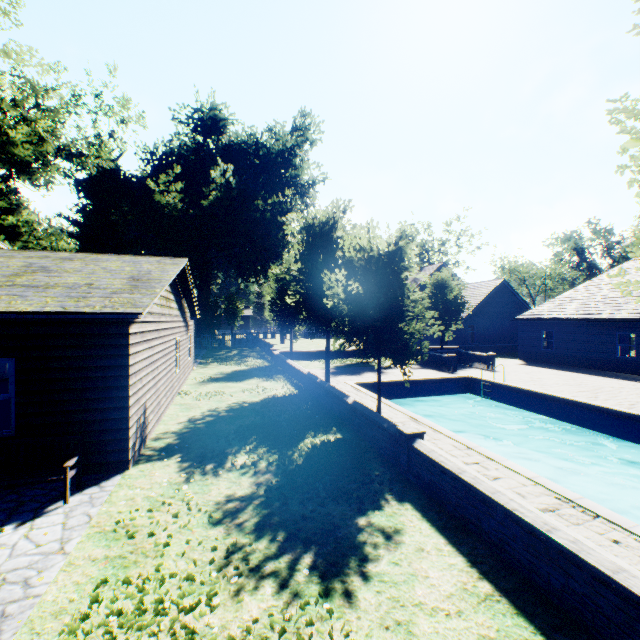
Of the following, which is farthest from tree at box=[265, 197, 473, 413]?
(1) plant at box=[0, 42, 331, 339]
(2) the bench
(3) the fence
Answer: (2) the bench

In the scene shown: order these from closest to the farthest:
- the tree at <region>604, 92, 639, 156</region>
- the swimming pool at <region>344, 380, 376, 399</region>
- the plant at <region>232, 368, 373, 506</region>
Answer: the tree at <region>604, 92, 639, 156</region> < the plant at <region>232, 368, 373, 506</region> < the swimming pool at <region>344, 380, 376, 399</region>

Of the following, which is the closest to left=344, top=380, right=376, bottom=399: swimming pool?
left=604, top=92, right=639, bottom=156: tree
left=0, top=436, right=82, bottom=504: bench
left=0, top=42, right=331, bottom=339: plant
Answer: left=604, top=92, right=639, bottom=156: tree

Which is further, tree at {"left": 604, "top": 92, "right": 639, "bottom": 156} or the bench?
the bench

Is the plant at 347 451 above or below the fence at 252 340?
below

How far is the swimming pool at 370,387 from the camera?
14.3 meters

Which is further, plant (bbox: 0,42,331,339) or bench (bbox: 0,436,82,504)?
plant (bbox: 0,42,331,339)

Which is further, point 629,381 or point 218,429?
point 629,381
